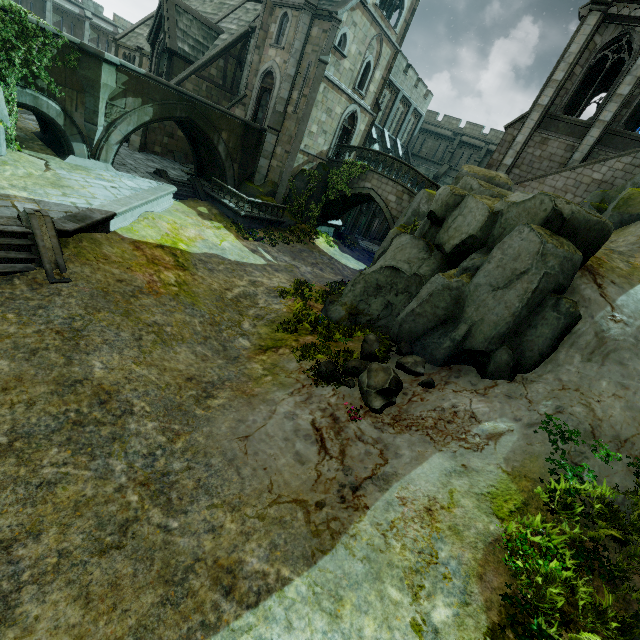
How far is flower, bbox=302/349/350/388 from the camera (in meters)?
8.72

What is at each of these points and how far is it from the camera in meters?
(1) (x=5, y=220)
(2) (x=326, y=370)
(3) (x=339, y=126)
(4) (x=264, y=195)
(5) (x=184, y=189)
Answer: (1) wall trim, 8.8
(2) flower, 8.6
(3) building, 24.1
(4) rock, 23.1
(5) stair, 20.9

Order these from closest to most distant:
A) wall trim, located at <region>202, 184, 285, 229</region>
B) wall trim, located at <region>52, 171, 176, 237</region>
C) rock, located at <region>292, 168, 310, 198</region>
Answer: wall trim, located at <region>52, 171, 176, 237</region>, wall trim, located at <region>202, 184, 285, 229</region>, rock, located at <region>292, 168, 310, 198</region>

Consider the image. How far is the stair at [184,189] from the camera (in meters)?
19.83

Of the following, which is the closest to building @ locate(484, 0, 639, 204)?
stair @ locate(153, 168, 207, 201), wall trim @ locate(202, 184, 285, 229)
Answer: wall trim @ locate(202, 184, 285, 229)

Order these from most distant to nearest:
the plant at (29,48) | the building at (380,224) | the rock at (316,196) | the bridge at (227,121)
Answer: the building at (380,224) < the rock at (316,196) < the bridge at (227,121) < the plant at (29,48)

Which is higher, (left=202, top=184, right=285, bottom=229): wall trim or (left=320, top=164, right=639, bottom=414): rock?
(left=320, top=164, right=639, bottom=414): rock

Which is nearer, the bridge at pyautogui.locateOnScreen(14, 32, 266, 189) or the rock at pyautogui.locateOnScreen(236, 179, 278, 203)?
the bridge at pyautogui.locateOnScreen(14, 32, 266, 189)
